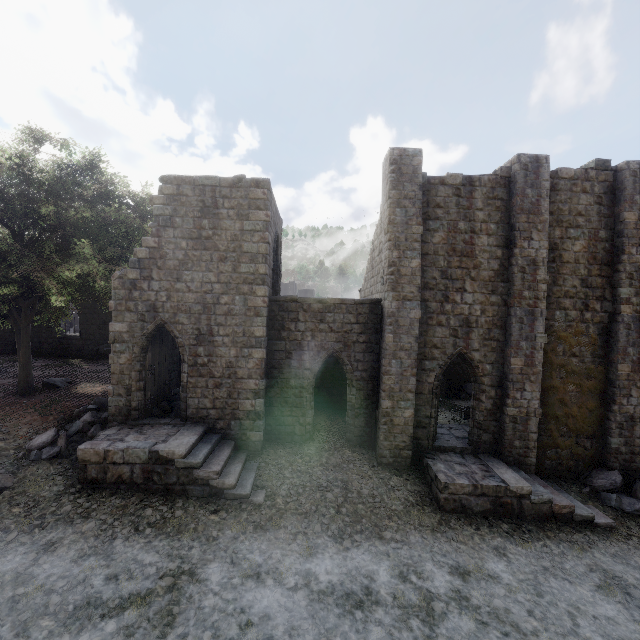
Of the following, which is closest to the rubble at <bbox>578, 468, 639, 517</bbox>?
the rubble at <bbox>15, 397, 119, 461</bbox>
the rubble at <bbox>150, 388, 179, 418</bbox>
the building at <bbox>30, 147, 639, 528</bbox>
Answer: the building at <bbox>30, 147, 639, 528</bbox>

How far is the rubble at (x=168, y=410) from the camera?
13.3 meters

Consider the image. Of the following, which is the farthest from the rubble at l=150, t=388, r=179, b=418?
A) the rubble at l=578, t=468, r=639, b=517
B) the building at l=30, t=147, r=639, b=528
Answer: the rubble at l=578, t=468, r=639, b=517

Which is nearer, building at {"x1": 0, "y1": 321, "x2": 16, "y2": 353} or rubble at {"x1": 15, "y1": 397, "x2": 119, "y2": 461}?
rubble at {"x1": 15, "y1": 397, "x2": 119, "y2": 461}

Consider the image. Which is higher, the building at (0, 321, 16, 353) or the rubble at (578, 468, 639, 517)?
the building at (0, 321, 16, 353)

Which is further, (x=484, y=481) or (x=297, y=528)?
(x=484, y=481)

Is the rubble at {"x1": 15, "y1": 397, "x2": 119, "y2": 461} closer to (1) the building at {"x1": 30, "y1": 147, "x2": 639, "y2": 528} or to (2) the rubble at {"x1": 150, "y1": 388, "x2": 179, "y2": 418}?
(1) the building at {"x1": 30, "y1": 147, "x2": 639, "y2": 528}

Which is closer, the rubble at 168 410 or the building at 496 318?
the building at 496 318
